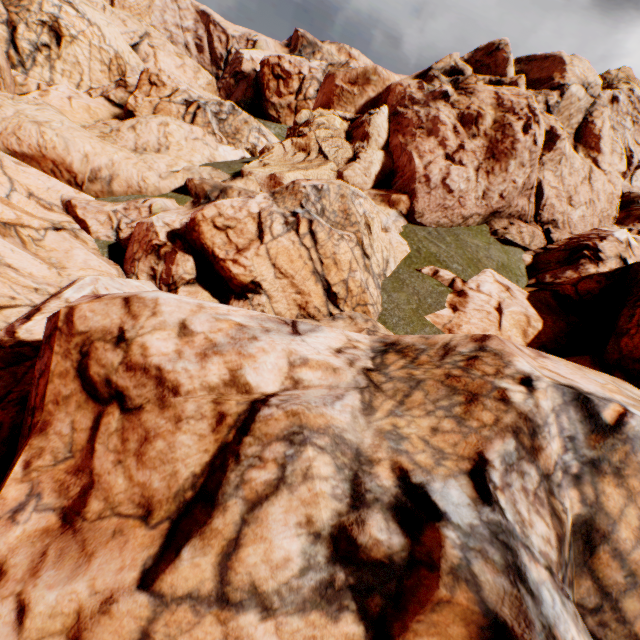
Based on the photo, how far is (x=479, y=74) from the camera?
16.83m
